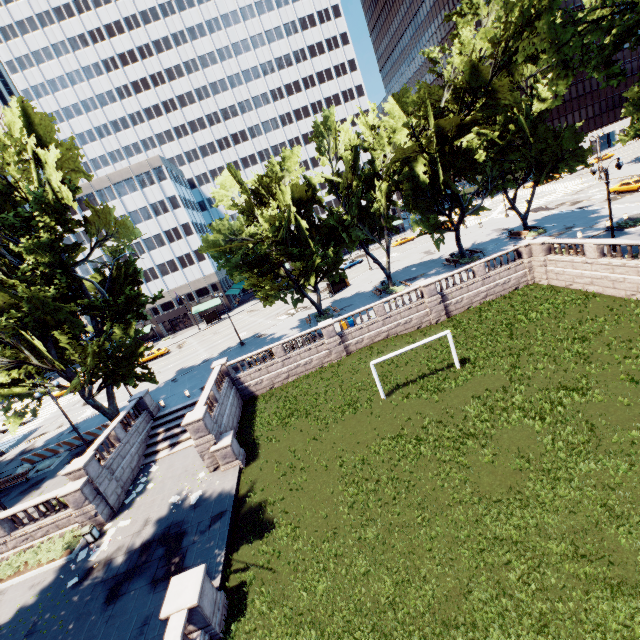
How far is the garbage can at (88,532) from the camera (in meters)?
18.91

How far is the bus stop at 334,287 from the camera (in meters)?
47.69

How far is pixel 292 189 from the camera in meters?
28.8 m

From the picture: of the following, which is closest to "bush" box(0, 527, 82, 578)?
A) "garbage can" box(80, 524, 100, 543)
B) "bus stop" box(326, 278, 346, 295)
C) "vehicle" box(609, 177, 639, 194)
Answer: "garbage can" box(80, 524, 100, 543)

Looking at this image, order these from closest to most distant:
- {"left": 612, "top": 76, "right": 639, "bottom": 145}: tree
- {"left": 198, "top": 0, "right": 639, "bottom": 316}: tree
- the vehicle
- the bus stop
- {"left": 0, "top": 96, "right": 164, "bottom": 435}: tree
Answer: {"left": 198, "top": 0, "right": 639, "bottom": 316}: tree
{"left": 0, "top": 96, "right": 164, "bottom": 435}: tree
the vehicle
the bus stop
{"left": 612, "top": 76, "right": 639, "bottom": 145}: tree

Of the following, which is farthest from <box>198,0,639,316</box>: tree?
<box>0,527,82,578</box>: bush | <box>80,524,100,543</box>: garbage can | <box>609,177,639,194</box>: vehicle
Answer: <box>609,177,639,194</box>: vehicle

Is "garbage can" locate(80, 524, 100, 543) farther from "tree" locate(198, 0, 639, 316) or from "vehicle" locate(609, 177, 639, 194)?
"vehicle" locate(609, 177, 639, 194)

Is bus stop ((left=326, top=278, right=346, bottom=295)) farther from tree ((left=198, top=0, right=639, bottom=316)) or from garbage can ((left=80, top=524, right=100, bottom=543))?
garbage can ((left=80, top=524, right=100, bottom=543))
